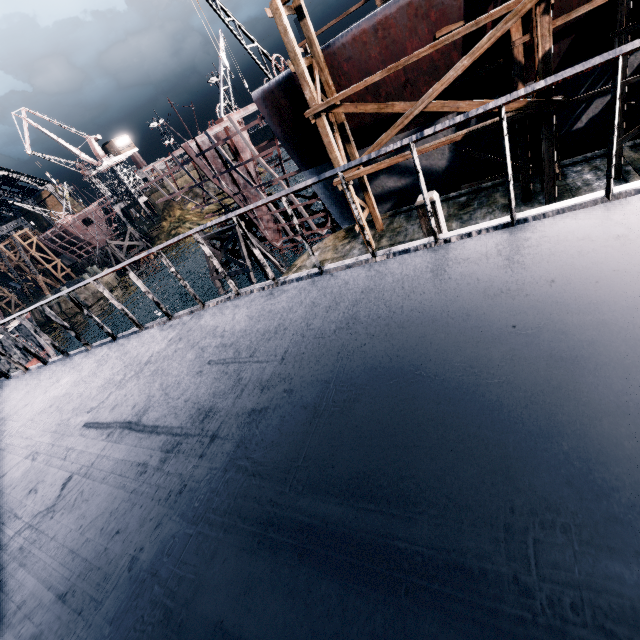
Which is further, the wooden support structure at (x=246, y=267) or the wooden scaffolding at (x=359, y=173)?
the wooden support structure at (x=246, y=267)

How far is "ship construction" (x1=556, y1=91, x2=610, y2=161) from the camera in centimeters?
1434cm

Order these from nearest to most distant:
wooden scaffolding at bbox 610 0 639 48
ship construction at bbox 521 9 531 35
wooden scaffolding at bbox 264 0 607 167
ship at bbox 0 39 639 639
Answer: ship at bbox 0 39 639 639, wooden scaffolding at bbox 264 0 607 167, wooden scaffolding at bbox 610 0 639 48, ship construction at bbox 521 9 531 35

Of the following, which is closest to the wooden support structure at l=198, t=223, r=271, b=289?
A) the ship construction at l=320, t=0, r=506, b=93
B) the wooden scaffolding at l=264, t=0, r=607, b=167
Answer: the ship construction at l=320, t=0, r=506, b=93

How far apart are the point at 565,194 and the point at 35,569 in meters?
18.9

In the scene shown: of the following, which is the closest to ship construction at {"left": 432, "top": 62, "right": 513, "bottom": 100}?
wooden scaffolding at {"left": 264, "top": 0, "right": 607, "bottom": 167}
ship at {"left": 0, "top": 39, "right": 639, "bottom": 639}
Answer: wooden scaffolding at {"left": 264, "top": 0, "right": 607, "bottom": 167}

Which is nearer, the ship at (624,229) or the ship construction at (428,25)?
the ship at (624,229)
